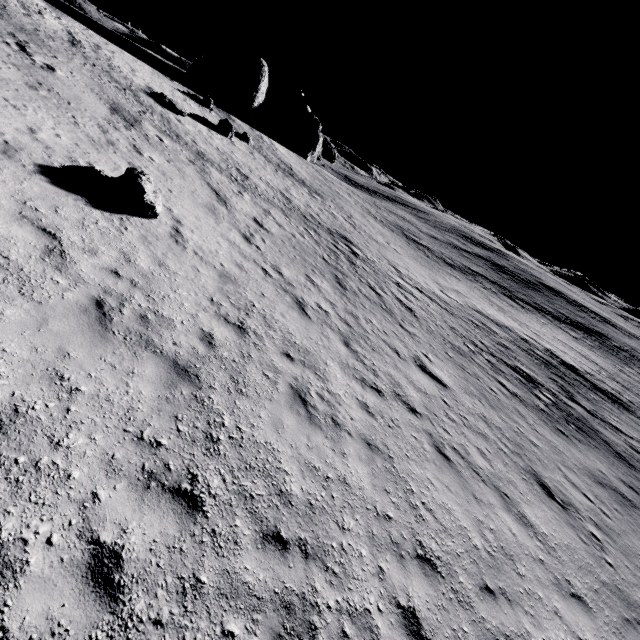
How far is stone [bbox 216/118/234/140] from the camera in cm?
2620

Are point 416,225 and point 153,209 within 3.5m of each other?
no

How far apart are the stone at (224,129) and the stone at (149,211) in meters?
20.0

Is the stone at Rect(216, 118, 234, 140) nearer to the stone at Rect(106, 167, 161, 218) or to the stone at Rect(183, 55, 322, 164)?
the stone at Rect(183, 55, 322, 164)

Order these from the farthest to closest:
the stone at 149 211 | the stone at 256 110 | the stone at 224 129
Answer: the stone at 256 110, the stone at 224 129, the stone at 149 211

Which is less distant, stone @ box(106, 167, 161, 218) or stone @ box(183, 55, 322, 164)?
stone @ box(106, 167, 161, 218)

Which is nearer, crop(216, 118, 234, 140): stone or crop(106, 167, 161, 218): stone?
crop(106, 167, 161, 218): stone

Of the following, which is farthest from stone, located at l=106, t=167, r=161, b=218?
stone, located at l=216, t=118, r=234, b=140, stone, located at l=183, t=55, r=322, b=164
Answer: stone, located at l=183, t=55, r=322, b=164
